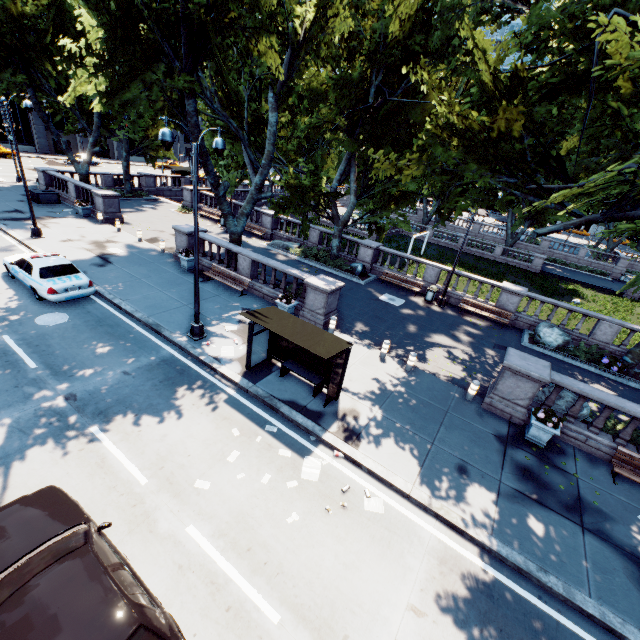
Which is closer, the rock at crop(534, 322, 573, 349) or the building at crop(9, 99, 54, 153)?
the rock at crop(534, 322, 573, 349)

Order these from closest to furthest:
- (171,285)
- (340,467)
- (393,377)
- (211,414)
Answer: (340,467), (211,414), (393,377), (171,285)

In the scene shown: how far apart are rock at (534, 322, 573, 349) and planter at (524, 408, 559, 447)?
8.4m

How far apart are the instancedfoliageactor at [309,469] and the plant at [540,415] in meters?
6.8

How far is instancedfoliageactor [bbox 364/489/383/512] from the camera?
7.9 meters

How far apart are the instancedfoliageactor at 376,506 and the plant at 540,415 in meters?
5.9 m

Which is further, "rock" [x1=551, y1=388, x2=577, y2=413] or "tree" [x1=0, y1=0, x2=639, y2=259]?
"rock" [x1=551, y1=388, x2=577, y2=413]

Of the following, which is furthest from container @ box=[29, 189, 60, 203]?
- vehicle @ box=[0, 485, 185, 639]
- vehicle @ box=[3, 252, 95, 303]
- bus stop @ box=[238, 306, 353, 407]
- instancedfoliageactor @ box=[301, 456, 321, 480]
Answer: instancedfoliageactor @ box=[301, 456, 321, 480]
